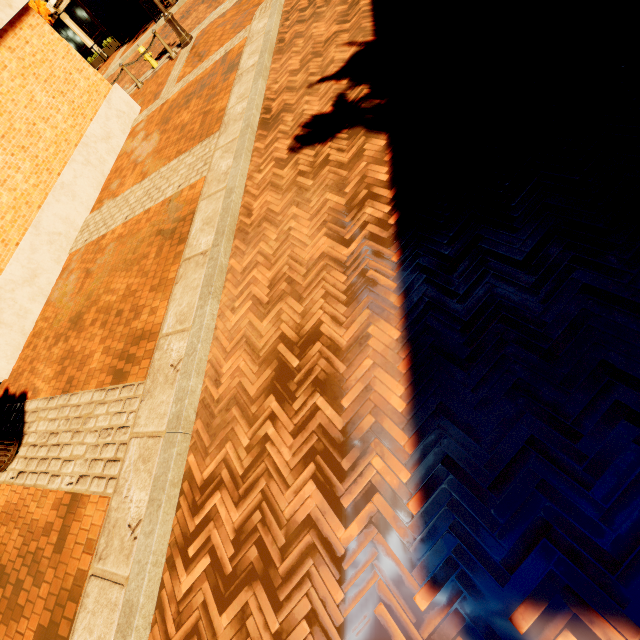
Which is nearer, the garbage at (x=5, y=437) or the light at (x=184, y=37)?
the garbage at (x=5, y=437)

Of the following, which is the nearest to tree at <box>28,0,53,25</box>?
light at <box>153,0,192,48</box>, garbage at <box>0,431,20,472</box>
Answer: light at <box>153,0,192,48</box>

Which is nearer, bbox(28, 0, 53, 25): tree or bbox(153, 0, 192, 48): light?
bbox(153, 0, 192, 48): light

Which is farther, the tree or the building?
the building

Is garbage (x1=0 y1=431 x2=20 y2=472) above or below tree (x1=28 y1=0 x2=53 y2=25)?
below

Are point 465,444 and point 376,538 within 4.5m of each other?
yes

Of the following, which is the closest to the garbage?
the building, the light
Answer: the light

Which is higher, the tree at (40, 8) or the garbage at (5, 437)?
the tree at (40, 8)
